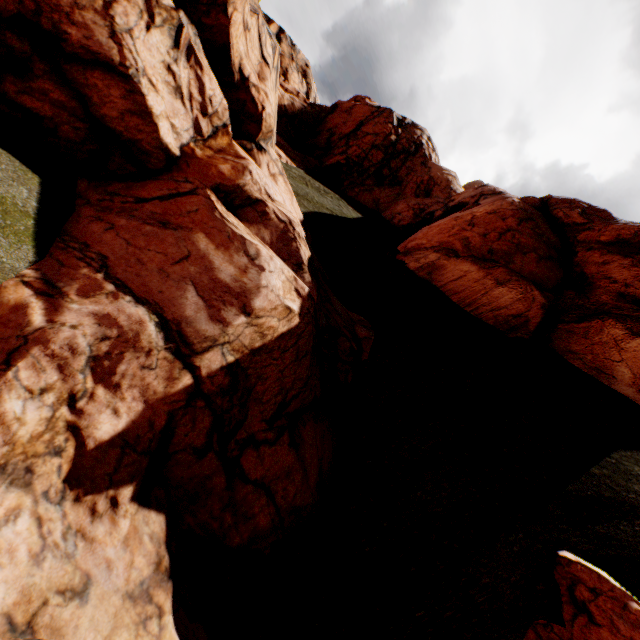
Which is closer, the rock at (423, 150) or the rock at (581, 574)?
the rock at (423, 150)

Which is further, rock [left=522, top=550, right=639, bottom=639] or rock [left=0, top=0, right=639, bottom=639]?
rock [left=522, top=550, right=639, bottom=639]

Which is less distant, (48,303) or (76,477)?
(76,477)
